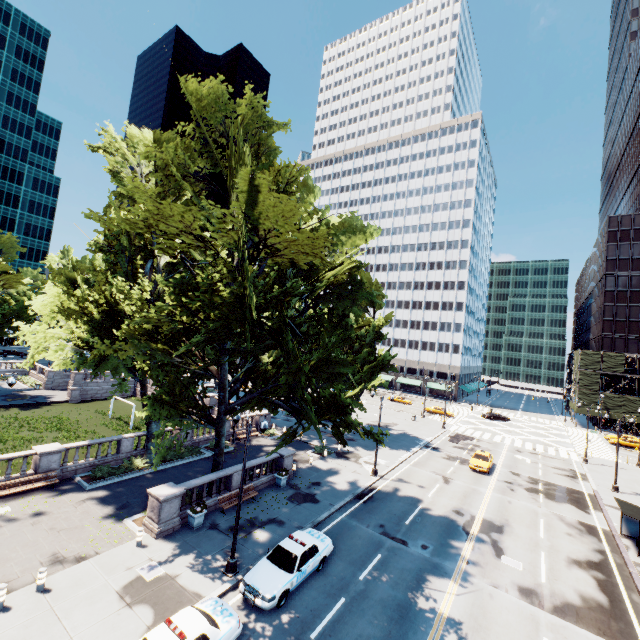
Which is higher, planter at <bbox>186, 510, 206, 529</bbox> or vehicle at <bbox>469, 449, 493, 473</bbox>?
vehicle at <bbox>469, 449, 493, 473</bbox>

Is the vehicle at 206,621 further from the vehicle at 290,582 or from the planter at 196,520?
the planter at 196,520

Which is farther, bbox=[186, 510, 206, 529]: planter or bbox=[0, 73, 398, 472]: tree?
bbox=[186, 510, 206, 529]: planter

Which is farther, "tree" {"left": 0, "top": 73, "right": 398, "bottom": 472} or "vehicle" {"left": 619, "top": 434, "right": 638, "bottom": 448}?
"vehicle" {"left": 619, "top": 434, "right": 638, "bottom": 448}

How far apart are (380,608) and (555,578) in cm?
1084

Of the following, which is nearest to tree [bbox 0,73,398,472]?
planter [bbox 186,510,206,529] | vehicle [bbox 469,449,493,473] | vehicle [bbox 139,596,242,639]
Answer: planter [bbox 186,510,206,529]

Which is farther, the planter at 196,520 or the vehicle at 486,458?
the vehicle at 486,458

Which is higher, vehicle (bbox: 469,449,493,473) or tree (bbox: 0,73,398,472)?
tree (bbox: 0,73,398,472)
